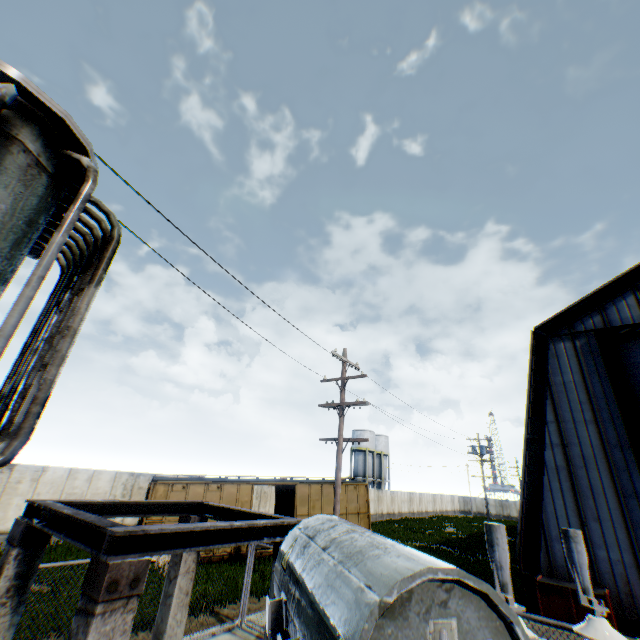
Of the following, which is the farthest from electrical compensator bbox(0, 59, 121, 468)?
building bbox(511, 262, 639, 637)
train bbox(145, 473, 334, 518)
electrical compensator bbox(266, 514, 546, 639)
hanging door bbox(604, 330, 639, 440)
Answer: hanging door bbox(604, 330, 639, 440)

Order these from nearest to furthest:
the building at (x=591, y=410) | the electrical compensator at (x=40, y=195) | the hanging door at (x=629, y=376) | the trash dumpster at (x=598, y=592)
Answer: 1. the electrical compensator at (x=40, y=195)
2. the trash dumpster at (x=598, y=592)
3. the building at (x=591, y=410)
4. the hanging door at (x=629, y=376)

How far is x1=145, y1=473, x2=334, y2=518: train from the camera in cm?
1597

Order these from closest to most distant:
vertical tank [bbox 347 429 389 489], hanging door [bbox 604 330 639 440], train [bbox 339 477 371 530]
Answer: hanging door [bbox 604 330 639 440] < train [bbox 339 477 371 530] < vertical tank [bbox 347 429 389 489]

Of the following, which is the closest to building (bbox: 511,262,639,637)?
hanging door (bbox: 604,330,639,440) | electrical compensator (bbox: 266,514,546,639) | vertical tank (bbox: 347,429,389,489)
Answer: hanging door (bbox: 604,330,639,440)

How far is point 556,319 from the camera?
15.2m

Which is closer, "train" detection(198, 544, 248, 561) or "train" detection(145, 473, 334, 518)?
"train" detection(198, 544, 248, 561)

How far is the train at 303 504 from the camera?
16.0 meters
